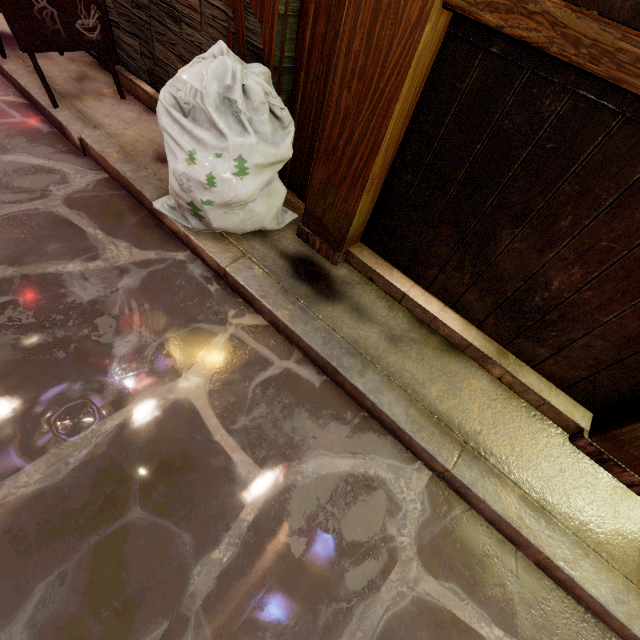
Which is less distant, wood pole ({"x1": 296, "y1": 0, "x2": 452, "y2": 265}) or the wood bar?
the wood bar

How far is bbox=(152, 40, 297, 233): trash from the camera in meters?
3.2 m

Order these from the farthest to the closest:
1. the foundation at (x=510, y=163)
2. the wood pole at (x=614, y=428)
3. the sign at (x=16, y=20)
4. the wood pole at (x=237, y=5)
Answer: the sign at (x=16, y=20), the wood pole at (x=237, y=5), the wood pole at (x=614, y=428), the foundation at (x=510, y=163)

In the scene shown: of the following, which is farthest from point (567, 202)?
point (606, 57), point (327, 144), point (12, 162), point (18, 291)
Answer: point (12, 162)

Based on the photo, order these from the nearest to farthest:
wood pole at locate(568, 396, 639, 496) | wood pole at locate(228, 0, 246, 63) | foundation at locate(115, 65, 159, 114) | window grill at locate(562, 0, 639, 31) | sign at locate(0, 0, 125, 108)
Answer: window grill at locate(562, 0, 639, 31) → wood pole at locate(568, 396, 639, 496) → wood pole at locate(228, 0, 246, 63) → sign at locate(0, 0, 125, 108) → foundation at locate(115, 65, 159, 114)

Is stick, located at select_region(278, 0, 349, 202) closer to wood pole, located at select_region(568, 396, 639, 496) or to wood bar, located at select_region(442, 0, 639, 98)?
wood bar, located at select_region(442, 0, 639, 98)

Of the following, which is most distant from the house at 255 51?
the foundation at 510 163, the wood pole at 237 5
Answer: the foundation at 510 163

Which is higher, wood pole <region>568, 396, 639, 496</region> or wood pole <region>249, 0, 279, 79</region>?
wood pole <region>249, 0, 279, 79</region>
